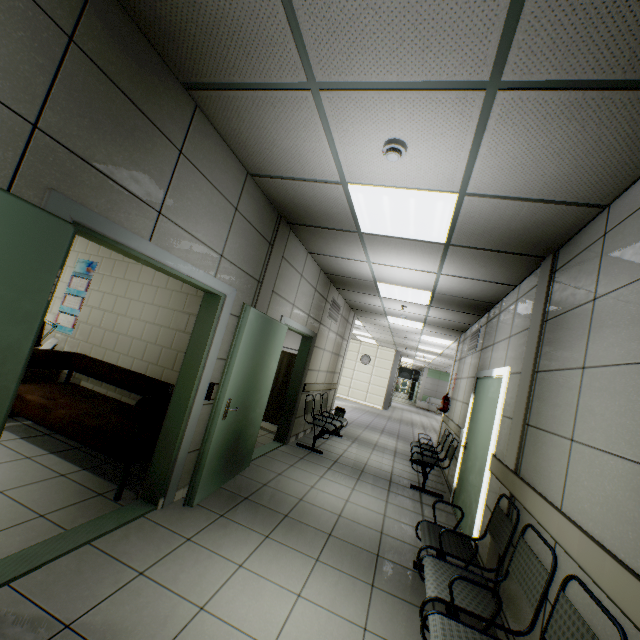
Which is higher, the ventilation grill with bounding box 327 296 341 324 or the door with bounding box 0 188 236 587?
the ventilation grill with bounding box 327 296 341 324

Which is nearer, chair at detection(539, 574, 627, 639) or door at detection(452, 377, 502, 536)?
chair at detection(539, 574, 627, 639)

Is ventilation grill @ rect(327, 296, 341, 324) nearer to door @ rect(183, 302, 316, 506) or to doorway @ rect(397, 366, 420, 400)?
door @ rect(183, 302, 316, 506)

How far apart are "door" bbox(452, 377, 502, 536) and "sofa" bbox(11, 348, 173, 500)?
3.65m

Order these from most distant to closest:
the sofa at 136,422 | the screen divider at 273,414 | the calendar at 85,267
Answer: the screen divider at 273,414 → the calendar at 85,267 → the sofa at 136,422

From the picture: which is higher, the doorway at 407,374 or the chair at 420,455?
the doorway at 407,374

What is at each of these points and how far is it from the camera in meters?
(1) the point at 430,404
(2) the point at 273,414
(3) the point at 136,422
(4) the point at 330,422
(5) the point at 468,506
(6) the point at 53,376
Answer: (1) sofa, 24.6
(2) screen divider, 6.8
(3) sofa, 3.4
(4) chair, 6.7
(5) door, 4.1
(6) nightstand, 4.3

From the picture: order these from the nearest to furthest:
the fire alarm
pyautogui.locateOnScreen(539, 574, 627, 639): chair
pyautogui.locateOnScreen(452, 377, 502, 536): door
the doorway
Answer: pyautogui.locateOnScreen(539, 574, 627, 639): chair
the fire alarm
pyautogui.locateOnScreen(452, 377, 502, 536): door
the doorway
